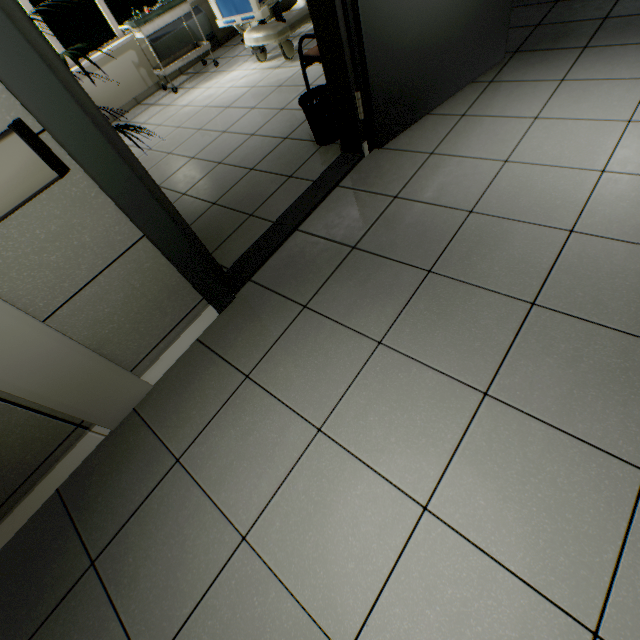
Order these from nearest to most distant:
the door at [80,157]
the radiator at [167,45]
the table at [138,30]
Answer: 1. the door at [80,157]
2. the table at [138,30]
3. the radiator at [167,45]

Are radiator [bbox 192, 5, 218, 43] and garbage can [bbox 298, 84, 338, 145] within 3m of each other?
no

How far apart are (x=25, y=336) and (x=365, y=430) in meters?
1.4

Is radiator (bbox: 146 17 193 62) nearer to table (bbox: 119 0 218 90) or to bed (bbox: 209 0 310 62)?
table (bbox: 119 0 218 90)

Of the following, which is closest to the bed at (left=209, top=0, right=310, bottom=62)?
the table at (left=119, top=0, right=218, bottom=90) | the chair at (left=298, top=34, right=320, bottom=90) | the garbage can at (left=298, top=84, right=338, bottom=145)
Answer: the table at (left=119, top=0, right=218, bottom=90)

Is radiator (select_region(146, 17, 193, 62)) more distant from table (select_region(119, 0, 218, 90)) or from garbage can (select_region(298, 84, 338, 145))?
garbage can (select_region(298, 84, 338, 145))

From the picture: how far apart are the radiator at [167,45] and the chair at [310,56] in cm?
386

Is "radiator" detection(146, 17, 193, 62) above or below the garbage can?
above
